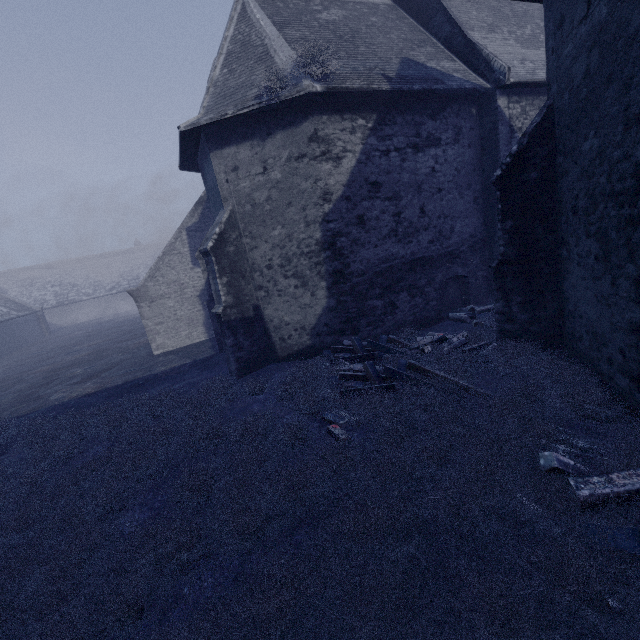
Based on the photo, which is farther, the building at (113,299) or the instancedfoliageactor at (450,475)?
the building at (113,299)

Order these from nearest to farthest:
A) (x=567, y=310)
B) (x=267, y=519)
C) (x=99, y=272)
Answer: (x=267, y=519)
(x=567, y=310)
(x=99, y=272)

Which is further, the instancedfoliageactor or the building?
the building

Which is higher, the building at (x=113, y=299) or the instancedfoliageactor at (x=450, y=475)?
the building at (x=113, y=299)

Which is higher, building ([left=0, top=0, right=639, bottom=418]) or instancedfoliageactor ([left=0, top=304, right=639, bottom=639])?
building ([left=0, top=0, right=639, bottom=418])
